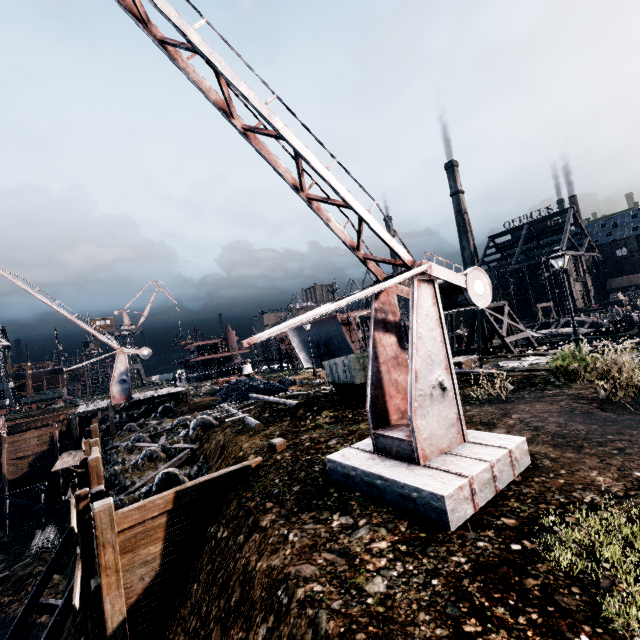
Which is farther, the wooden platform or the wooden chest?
the wooden platform

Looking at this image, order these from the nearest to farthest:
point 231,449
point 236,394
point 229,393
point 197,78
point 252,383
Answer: point 197,78, point 231,449, point 236,394, point 252,383, point 229,393

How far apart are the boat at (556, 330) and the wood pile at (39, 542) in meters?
53.6 m

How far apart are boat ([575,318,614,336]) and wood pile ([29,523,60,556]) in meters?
53.6

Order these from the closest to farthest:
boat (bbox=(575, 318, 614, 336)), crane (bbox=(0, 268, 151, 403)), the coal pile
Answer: the coal pile
crane (bbox=(0, 268, 151, 403))
boat (bbox=(575, 318, 614, 336))

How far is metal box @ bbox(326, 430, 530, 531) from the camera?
5.1 meters

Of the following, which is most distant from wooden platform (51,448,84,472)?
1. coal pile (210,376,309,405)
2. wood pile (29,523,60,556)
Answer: wood pile (29,523,60,556)

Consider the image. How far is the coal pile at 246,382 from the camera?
23.7m
